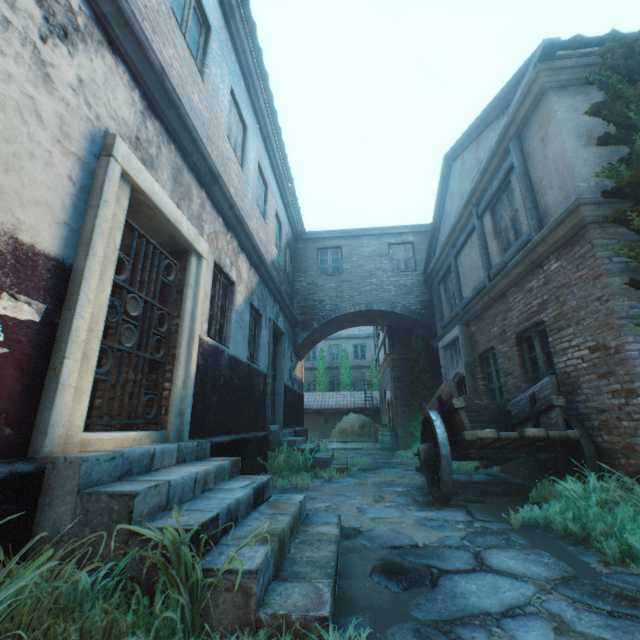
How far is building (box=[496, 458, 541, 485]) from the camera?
5.9 meters

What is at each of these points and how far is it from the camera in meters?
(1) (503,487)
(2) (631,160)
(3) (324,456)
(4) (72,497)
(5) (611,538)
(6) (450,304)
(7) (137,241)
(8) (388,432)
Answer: (1) ground stones, 5.7 m
(2) tree, 4.0 m
(3) stairs, 7.7 m
(4) stairs, 2.0 m
(5) plants, 3.0 m
(6) building, 10.7 m
(7) building, 4.2 m
(8) barrel, 13.2 m

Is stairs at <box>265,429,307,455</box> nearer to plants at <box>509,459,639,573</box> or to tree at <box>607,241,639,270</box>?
plants at <box>509,459,639,573</box>

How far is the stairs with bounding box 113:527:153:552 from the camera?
1.9m

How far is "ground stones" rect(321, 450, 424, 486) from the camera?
6.68m

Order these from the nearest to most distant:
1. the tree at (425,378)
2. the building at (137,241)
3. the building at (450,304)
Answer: the building at (137,241) < the building at (450,304) < the tree at (425,378)

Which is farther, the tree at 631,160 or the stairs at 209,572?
the tree at 631,160

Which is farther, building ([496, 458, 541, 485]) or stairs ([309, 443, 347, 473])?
stairs ([309, 443, 347, 473])
